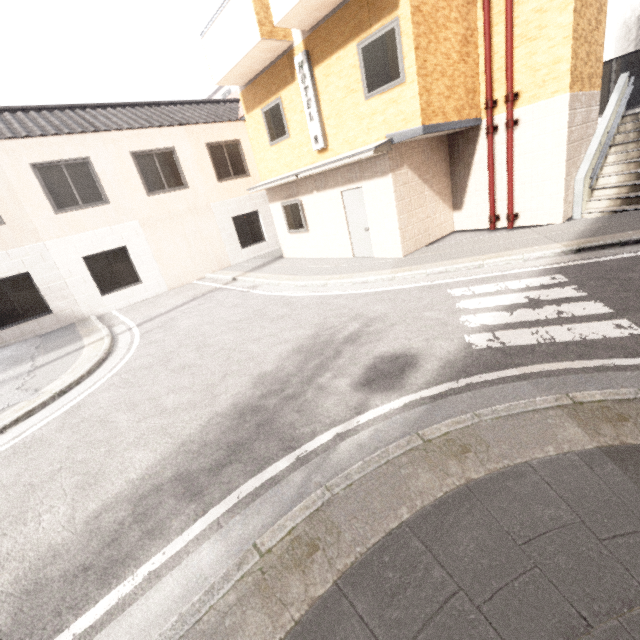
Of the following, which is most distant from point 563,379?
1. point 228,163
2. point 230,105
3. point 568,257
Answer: point 230,105

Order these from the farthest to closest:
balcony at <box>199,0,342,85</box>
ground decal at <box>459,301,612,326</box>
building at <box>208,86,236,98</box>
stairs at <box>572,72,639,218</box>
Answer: building at <box>208,86,236,98</box>, stairs at <box>572,72,639,218</box>, balcony at <box>199,0,342,85</box>, ground decal at <box>459,301,612,326</box>

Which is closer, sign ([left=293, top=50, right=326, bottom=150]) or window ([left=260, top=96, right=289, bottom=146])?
sign ([left=293, top=50, right=326, bottom=150])

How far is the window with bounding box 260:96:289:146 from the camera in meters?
10.3

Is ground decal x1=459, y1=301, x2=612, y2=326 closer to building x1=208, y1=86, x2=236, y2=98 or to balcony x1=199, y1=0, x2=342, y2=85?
balcony x1=199, y1=0, x2=342, y2=85

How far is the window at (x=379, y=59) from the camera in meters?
6.9 m

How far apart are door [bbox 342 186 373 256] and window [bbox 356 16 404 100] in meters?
2.0 m

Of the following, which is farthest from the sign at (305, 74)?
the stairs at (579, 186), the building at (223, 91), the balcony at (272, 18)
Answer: the building at (223, 91)
